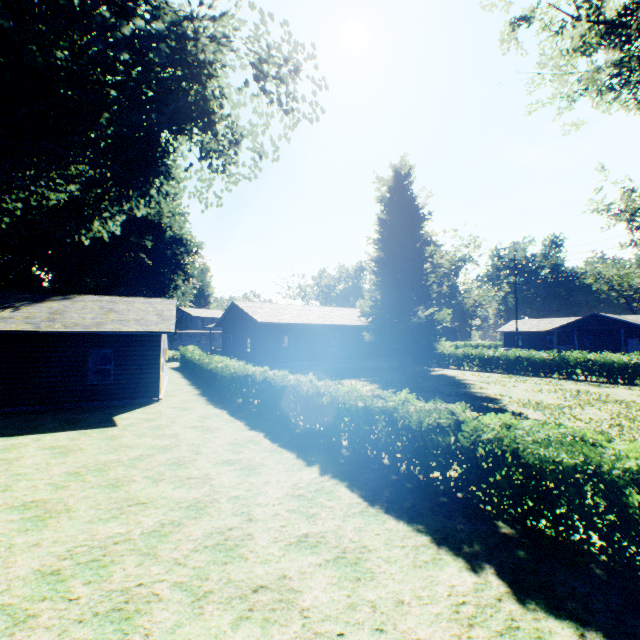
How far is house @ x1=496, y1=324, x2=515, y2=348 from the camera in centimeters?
5737cm

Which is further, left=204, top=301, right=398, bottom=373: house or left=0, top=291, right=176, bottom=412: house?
left=204, top=301, right=398, bottom=373: house

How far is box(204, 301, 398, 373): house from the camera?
26.89m

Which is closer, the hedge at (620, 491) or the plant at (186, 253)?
the hedge at (620, 491)

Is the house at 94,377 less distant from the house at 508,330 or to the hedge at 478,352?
the hedge at 478,352

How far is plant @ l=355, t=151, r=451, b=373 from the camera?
28.5 meters

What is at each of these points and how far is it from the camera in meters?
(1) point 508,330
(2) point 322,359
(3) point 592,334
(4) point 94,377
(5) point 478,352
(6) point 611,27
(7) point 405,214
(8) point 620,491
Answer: (1) house, 57.3 m
(2) house, 29.7 m
(3) house, 48.2 m
(4) house, 23.7 m
(5) hedge, 31.9 m
(6) tree, 14.3 m
(7) plant, 29.5 m
(8) hedge, 4.1 m

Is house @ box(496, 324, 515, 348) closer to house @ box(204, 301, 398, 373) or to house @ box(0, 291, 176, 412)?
house @ box(204, 301, 398, 373)
